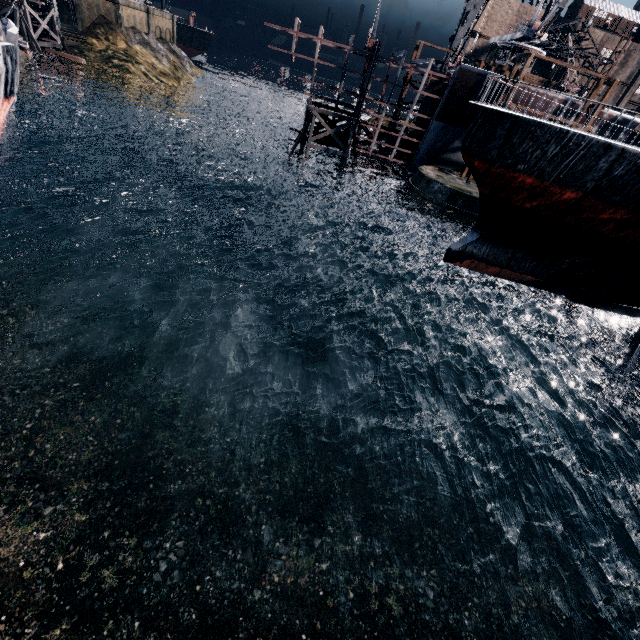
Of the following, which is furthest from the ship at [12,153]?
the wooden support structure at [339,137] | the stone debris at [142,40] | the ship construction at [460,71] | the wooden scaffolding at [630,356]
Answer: the stone debris at [142,40]

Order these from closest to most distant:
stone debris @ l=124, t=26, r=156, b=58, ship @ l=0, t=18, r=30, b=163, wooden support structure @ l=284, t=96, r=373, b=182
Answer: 1. ship @ l=0, t=18, r=30, b=163
2. wooden support structure @ l=284, t=96, r=373, b=182
3. stone debris @ l=124, t=26, r=156, b=58

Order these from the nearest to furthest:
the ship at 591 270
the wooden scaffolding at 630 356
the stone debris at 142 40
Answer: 1. the ship at 591 270
2. the wooden scaffolding at 630 356
3. the stone debris at 142 40

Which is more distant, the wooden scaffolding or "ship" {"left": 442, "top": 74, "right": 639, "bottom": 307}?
the wooden scaffolding

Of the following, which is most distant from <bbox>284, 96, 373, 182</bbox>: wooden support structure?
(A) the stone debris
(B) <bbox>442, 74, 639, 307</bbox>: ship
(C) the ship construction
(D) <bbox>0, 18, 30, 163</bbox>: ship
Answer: (A) the stone debris

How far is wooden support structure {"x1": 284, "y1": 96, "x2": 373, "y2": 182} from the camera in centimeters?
3581cm

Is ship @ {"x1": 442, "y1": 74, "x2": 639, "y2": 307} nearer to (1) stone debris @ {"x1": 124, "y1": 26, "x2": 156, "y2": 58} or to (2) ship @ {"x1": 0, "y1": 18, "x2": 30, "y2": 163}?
(2) ship @ {"x1": 0, "y1": 18, "x2": 30, "y2": 163}

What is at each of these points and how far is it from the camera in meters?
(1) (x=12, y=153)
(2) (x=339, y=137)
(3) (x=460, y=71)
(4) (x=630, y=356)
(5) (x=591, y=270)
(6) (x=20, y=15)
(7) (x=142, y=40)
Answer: (1) ship, 28.8 m
(2) wooden support structure, 38.5 m
(3) ship construction, 31.4 m
(4) wooden scaffolding, 16.8 m
(5) ship, 17.0 m
(6) wooden support structure, 42.9 m
(7) stone debris, 59.2 m
